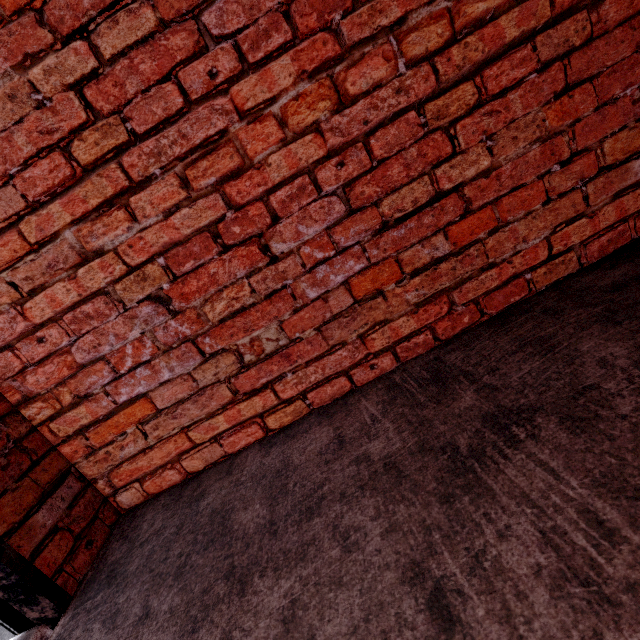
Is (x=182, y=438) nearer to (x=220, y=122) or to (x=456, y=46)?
(x=220, y=122)
